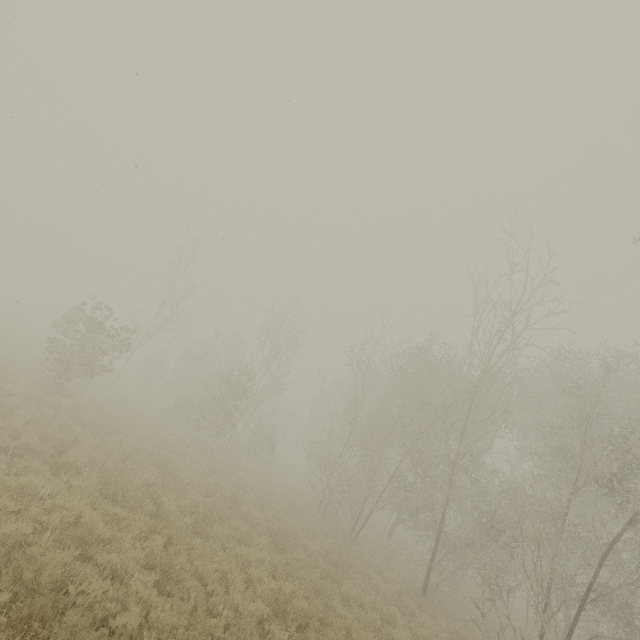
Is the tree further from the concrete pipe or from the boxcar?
the concrete pipe

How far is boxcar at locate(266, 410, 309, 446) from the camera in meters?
49.8

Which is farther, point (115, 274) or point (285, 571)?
point (115, 274)

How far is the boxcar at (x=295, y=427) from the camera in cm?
4981

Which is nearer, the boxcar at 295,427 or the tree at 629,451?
the tree at 629,451

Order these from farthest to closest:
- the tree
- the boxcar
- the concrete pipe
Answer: the boxcar < the concrete pipe < the tree

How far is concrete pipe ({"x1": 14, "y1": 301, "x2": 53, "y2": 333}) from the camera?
41.2 meters
